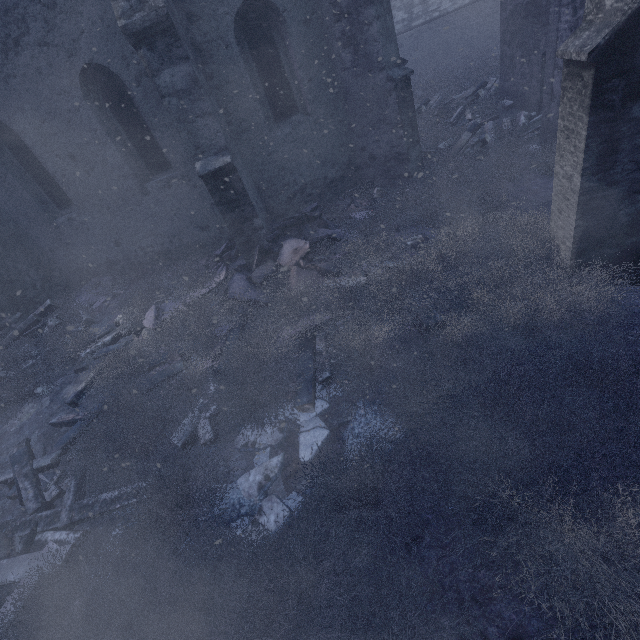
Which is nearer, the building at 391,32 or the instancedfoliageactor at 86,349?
the instancedfoliageactor at 86,349

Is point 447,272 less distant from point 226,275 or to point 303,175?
point 226,275

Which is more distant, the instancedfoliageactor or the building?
the building

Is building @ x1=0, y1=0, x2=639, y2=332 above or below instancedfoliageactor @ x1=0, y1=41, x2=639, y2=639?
above

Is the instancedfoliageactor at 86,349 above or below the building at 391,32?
below
